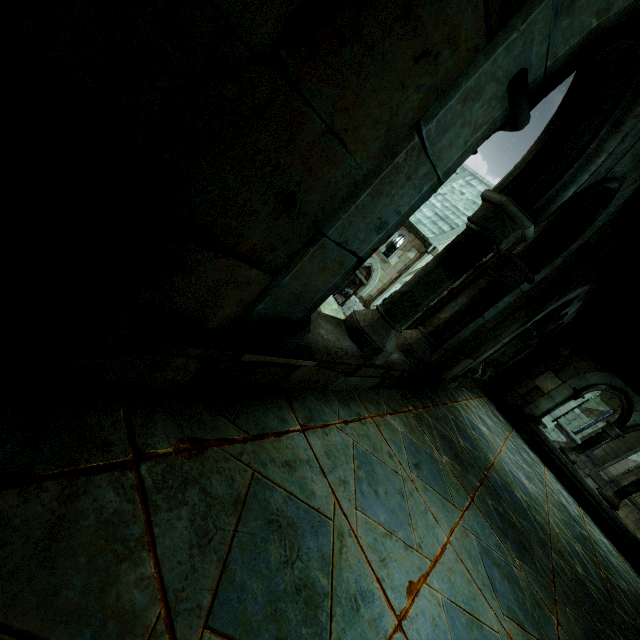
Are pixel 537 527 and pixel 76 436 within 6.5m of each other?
yes
